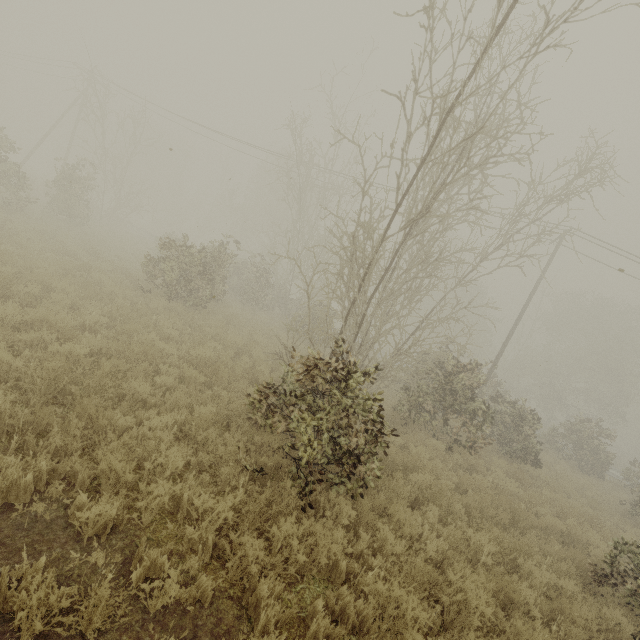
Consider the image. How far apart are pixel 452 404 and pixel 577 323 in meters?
37.1 m
